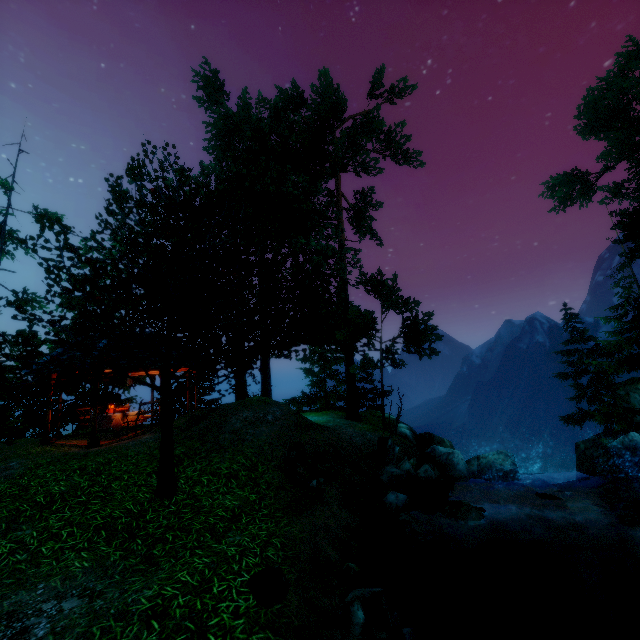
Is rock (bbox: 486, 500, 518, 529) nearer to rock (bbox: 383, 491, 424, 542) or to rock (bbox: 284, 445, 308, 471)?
rock (bbox: 383, 491, 424, 542)

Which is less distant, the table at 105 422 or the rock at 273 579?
the rock at 273 579

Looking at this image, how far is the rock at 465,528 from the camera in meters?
7.4 m

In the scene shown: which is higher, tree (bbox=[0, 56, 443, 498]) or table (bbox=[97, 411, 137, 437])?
tree (bbox=[0, 56, 443, 498])

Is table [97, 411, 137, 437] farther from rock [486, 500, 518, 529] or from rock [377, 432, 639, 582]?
rock [377, 432, 639, 582]

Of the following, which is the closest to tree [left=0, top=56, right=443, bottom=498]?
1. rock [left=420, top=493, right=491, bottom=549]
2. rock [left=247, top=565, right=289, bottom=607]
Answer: rock [left=247, top=565, right=289, bottom=607]

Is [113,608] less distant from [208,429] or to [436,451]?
[208,429]

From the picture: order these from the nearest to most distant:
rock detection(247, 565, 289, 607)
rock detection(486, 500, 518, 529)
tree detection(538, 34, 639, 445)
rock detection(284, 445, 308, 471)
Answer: rock detection(247, 565, 289, 607) → rock detection(284, 445, 308, 471) → rock detection(486, 500, 518, 529) → tree detection(538, 34, 639, 445)
